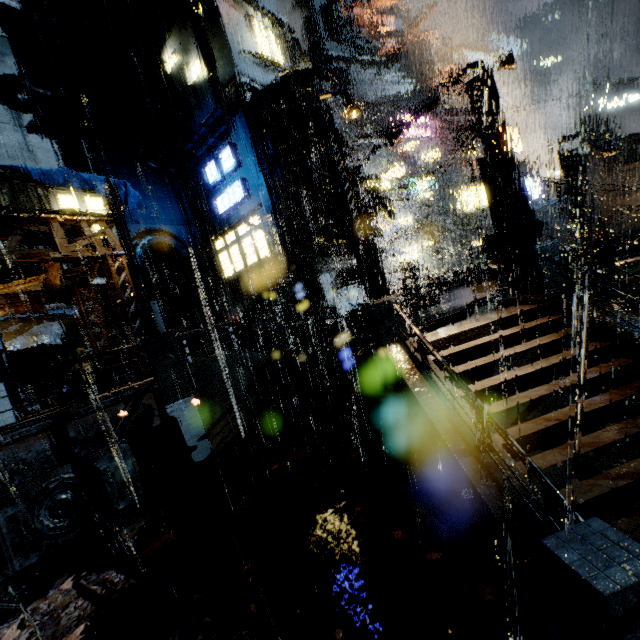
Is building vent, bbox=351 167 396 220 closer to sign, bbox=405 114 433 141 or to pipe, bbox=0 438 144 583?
sign, bbox=405 114 433 141

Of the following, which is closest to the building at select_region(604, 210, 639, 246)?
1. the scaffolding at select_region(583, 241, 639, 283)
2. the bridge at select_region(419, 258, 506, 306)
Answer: the bridge at select_region(419, 258, 506, 306)

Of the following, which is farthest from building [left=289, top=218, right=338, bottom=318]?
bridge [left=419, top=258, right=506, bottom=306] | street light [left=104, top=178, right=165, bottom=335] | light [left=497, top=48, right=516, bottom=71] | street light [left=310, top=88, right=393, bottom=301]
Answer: street light [left=310, top=88, right=393, bottom=301]

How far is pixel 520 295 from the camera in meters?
10.5

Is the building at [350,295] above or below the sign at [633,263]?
above

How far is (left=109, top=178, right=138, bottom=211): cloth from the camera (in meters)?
19.55

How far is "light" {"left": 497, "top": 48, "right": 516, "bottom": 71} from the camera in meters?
13.8

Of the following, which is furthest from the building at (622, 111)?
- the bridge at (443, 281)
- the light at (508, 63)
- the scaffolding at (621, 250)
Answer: the scaffolding at (621, 250)
